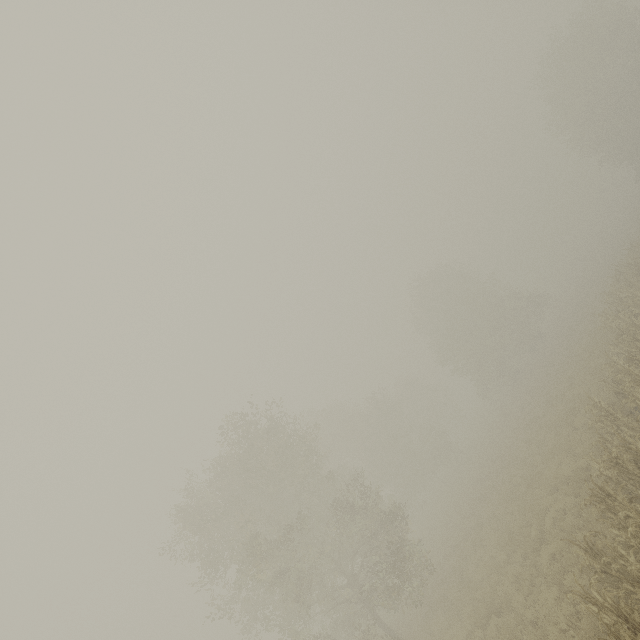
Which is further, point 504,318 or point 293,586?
point 504,318
